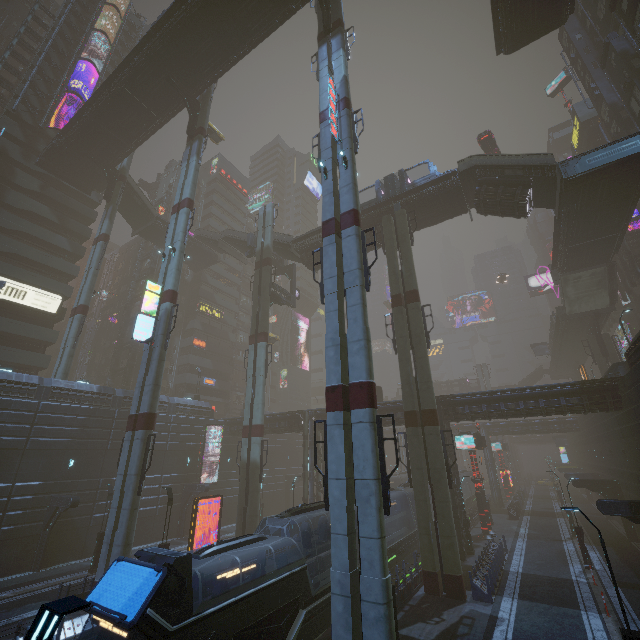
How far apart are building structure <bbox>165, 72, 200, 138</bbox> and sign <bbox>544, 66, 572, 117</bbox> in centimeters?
6146cm

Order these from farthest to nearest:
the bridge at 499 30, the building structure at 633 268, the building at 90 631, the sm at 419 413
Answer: the building structure at 633 268
the bridge at 499 30
the building at 90 631
the sm at 419 413

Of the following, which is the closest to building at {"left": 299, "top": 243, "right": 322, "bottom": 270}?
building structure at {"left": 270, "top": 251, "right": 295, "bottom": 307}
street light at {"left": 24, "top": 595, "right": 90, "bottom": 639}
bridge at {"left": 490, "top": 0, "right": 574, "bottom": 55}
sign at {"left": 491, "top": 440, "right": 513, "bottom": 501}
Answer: A: building structure at {"left": 270, "top": 251, "right": 295, "bottom": 307}

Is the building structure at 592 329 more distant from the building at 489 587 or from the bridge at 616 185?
the bridge at 616 185

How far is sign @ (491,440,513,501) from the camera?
53.9 meters

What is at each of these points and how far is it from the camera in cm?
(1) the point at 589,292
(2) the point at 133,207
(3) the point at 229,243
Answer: (1) stairs, 3800
(2) stairs, 4459
(3) stairs, 4653

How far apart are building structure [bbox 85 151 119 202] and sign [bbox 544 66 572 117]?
72.19m

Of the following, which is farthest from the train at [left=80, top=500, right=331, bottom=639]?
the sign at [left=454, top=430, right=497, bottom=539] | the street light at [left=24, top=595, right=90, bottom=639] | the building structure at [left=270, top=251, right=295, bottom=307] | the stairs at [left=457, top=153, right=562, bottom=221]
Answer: the stairs at [left=457, top=153, right=562, bottom=221]
